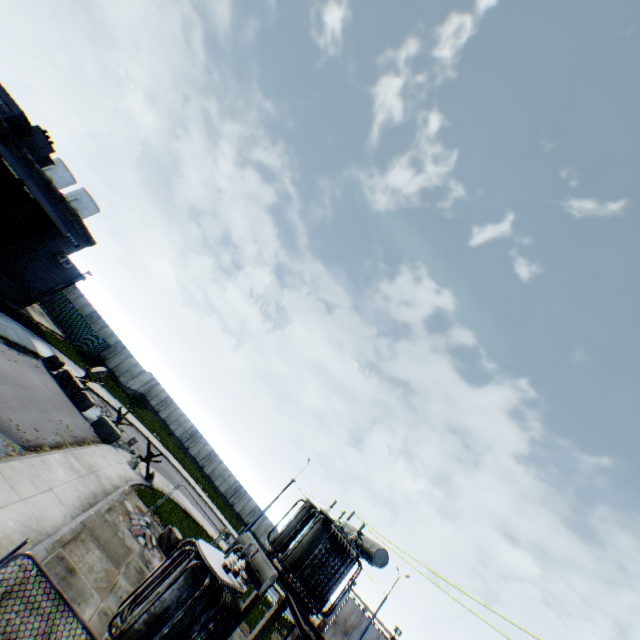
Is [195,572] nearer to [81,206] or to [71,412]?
[71,412]

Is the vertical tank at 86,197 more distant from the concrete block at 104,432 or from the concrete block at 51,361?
the concrete block at 104,432

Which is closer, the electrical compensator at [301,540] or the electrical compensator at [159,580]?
the electrical compensator at [159,580]

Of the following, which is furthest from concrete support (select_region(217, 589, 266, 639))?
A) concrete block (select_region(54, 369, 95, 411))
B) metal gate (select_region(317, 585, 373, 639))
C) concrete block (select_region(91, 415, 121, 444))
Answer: metal gate (select_region(317, 585, 373, 639))

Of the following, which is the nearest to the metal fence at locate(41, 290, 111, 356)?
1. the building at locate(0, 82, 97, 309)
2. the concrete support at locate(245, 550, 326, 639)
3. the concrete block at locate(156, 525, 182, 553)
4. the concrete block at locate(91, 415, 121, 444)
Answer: the concrete block at locate(156, 525, 182, 553)

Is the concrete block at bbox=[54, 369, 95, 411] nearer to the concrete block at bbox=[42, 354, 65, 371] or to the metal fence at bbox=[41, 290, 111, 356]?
the concrete block at bbox=[42, 354, 65, 371]

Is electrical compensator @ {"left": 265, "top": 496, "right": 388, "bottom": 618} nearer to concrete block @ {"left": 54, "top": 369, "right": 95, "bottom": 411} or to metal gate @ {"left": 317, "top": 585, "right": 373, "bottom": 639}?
concrete block @ {"left": 54, "top": 369, "right": 95, "bottom": 411}

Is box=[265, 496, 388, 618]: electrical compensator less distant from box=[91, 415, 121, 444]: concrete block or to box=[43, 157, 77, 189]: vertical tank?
box=[91, 415, 121, 444]: concrete block
